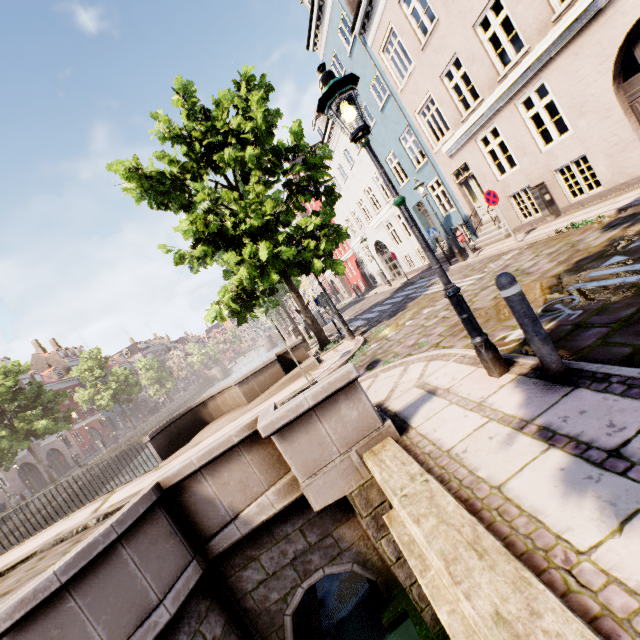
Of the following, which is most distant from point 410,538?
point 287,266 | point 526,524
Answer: point 287,266

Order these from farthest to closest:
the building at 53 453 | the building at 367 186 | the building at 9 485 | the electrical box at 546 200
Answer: the building at 53 453 → the building at 9 485 → the building at 367 186 → the electrical box at 546 200

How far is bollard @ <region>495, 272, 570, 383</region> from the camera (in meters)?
2.83

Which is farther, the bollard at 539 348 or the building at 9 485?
the building at 9 485

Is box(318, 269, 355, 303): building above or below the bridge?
above

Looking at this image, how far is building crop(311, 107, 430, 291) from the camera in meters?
19.9

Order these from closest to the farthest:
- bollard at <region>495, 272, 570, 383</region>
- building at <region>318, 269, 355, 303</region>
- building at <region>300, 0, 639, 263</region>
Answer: bollard at <region>495, 272, 570, 383</region> → building at <region>300, 0, 639, 263</region> → building at <region>318, 269, 355, 303</region>

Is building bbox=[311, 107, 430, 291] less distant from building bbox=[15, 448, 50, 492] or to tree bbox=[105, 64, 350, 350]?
tree bbox=[105, 64, 350, 350]
